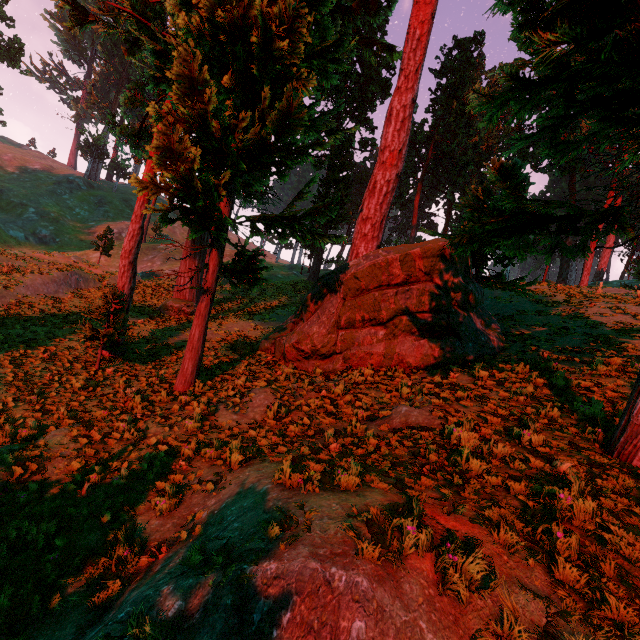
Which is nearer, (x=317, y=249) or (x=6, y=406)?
(x=6, y=406)

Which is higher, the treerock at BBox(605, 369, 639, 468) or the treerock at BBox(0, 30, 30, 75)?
the treerock at BBox(0, 30, 30, 75)

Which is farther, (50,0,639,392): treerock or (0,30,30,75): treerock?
(0,30,30,75): treerock

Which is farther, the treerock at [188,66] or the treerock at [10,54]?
the treerock at [10,54]
